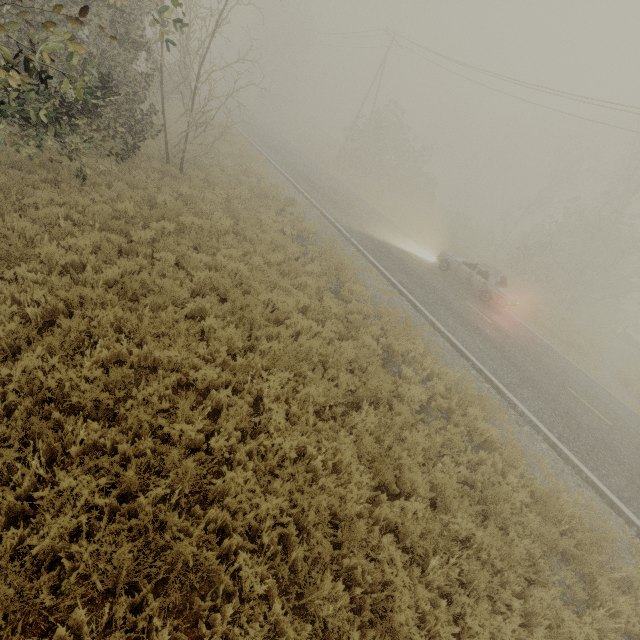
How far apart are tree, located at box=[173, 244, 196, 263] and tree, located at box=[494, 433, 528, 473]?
8.9 meters

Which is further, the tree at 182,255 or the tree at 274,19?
the tree at 182,255

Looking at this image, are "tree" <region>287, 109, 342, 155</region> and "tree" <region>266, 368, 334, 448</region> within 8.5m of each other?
no

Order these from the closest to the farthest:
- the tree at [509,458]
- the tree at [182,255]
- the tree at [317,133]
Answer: the tree at [509,458], the tree at [182,255], the tree at [317,133]

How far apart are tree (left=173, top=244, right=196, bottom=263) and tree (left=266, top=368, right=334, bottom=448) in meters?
5.2

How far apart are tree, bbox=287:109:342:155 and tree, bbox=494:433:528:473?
52.9m

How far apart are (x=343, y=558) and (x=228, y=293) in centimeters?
552cm

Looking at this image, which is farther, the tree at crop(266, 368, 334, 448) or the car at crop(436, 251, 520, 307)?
the car at crop(436, 251, 520, 307)
